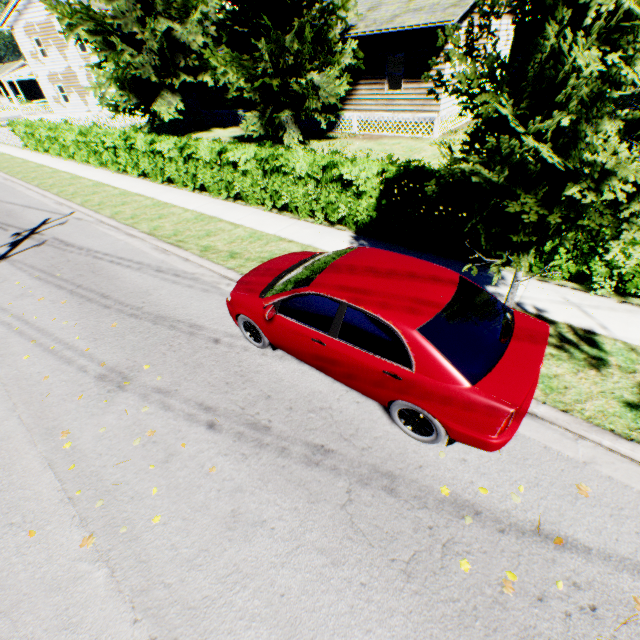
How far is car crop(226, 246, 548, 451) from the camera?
3.4m

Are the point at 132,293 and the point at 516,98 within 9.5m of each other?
yes

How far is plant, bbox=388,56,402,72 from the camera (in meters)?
20.80

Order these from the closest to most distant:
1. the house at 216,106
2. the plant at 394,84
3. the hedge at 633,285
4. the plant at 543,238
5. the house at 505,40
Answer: the plant at 543,238, the hedge at 633,285, the house at 505,40, the plant at 394,84, the house at 216,106

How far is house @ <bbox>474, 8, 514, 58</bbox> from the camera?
17.0 meters

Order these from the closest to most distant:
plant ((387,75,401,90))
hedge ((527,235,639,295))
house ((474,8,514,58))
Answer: hedge ((527,235,639,295))
house ((474,8,514,58))
plant ((387,75,401,90))

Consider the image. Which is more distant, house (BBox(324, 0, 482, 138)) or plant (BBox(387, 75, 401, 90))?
plant (BBox(387, 75, 401, 90))

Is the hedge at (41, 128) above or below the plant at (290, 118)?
below
